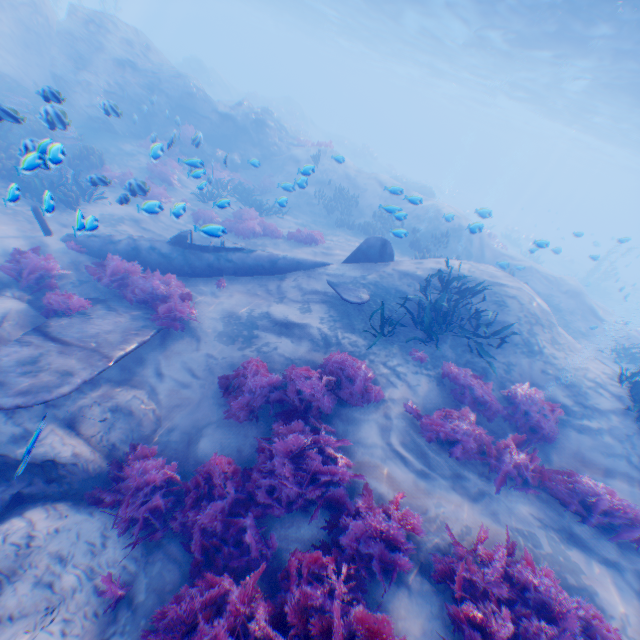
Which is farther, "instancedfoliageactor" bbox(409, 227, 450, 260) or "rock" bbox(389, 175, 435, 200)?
"rock" bbox(389, 175, 435, 200)

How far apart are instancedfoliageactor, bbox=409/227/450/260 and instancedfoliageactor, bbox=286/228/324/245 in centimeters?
533cm

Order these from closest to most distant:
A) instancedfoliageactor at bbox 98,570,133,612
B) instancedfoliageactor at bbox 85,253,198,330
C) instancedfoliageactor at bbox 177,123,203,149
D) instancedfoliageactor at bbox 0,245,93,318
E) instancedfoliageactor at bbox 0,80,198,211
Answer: instancedfoliageactor at bbox 98,570,133,612, instancedfoliageactor at bbox 0,80,198,211, instancedfoliageactor at bbox 0,245,93,318, instancedfoliageactor at bbox 85,253,198,330, instancedfoliageactor at bbox 177,123,203,149

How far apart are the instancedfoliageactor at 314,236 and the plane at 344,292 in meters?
3.4 m

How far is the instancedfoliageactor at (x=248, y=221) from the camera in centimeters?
1327cm

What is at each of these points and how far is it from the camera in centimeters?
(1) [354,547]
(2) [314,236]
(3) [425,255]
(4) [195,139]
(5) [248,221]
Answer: (1) instancedfoliageactor, 452cm
(2) instancedfoliageactor, 1338cm
(3) instancedfoliageactor, 1465cm
(4) instancedfoliageactor, 1173cm
(5) instancedfoliageactor, 1327cm

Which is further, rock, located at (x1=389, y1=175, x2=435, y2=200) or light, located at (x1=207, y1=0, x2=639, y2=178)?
rock, located at (x1=389, y1=175, x2=435, y2=200)

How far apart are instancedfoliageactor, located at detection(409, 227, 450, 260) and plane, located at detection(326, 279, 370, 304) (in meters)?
7.68
